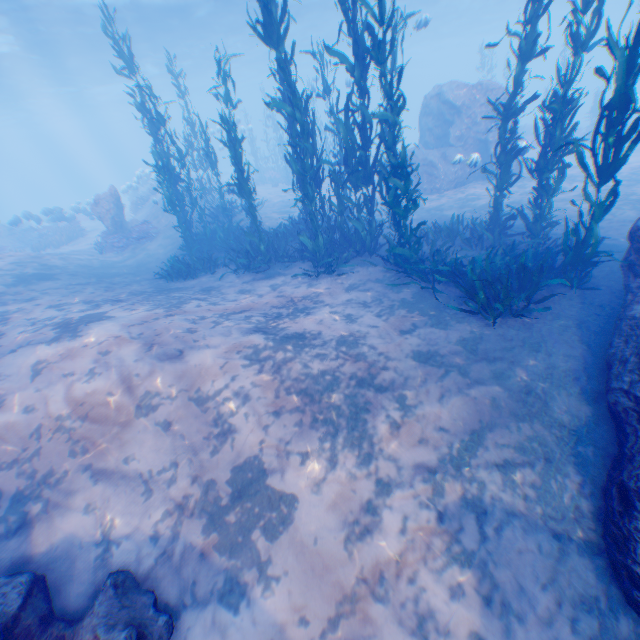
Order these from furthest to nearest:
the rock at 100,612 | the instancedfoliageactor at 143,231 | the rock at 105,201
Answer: the rock at 105,201 → the instancedfoliageactor at 143,231 → the rock at 100,612

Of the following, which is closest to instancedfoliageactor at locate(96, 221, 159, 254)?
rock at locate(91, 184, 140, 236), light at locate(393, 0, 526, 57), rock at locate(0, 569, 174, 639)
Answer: → rock at locate(91, 184, 140, 236)

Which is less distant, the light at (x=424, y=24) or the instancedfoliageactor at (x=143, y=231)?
the instancedfoliageactor at (x=143, y=231)

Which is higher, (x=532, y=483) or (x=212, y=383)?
(x=212, y=383)

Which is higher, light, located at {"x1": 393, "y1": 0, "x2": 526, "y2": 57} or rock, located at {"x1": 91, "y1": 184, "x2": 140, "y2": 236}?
light, located at {"x1": 393, "y1": 0, "x2": 526, "y2": 57}

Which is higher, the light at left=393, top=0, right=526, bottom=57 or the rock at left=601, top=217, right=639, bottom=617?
the light at left=393, top=0, right=526, bottom=57

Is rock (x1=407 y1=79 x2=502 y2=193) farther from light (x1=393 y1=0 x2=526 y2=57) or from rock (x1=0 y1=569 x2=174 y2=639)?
rock (x1=0 y1=569 x2=174 y2=639)

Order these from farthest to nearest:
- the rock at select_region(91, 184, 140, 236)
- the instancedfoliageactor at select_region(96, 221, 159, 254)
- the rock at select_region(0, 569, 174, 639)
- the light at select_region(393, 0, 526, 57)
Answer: the light at select_region(393, 0, 526, 57) → the rock at select_region(91, 184, 140, 236) → the instancedfoliageactor at select_region(96, 221, 159, 254) → the rock at select_region(0, 569, 174, 639)
